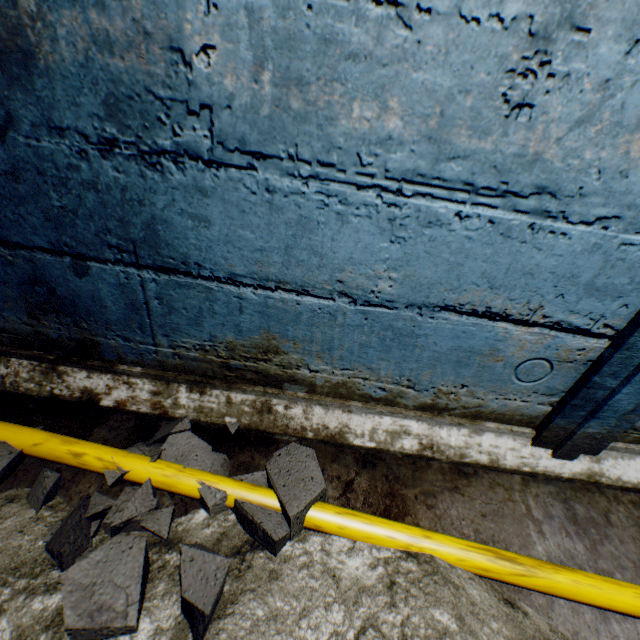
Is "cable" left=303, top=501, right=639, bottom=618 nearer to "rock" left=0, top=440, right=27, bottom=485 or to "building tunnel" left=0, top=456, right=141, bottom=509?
"building tunnel" left=0, top=456, right=141, bottom=509

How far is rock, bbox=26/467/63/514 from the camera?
0.9 meters

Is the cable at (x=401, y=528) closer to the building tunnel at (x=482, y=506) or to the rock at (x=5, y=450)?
the building tunnel at (x=482, y=506)

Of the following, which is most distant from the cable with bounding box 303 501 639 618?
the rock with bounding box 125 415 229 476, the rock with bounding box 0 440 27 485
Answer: the rock with bounding box 0 440 27 485

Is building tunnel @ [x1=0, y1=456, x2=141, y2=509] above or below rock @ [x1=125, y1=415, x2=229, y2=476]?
below

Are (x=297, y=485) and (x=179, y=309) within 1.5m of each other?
yes

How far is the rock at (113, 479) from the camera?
1.00m
